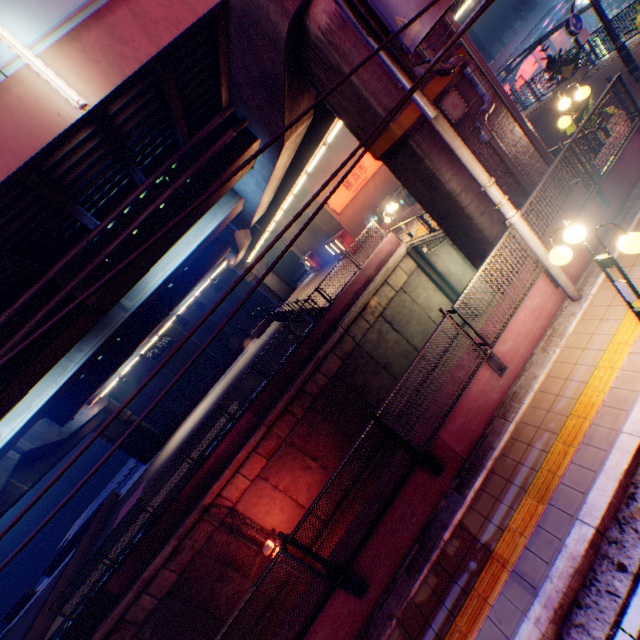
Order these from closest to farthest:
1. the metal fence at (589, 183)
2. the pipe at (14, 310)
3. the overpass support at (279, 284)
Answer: the metal fence at (589, 183)
the pipe at (14, 310)
the overpass support at (279, 284)

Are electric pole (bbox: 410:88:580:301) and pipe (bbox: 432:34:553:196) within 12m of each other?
yes

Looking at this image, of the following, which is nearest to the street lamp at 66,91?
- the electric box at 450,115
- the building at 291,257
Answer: the electric box at 450,115

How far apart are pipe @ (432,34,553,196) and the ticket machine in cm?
1604

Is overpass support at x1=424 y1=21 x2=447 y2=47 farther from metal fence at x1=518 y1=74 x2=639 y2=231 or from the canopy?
the canopy

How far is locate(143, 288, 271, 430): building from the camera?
44.5m

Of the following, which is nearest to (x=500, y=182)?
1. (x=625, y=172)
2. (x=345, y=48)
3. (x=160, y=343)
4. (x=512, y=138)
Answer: (x=512, y=138)
